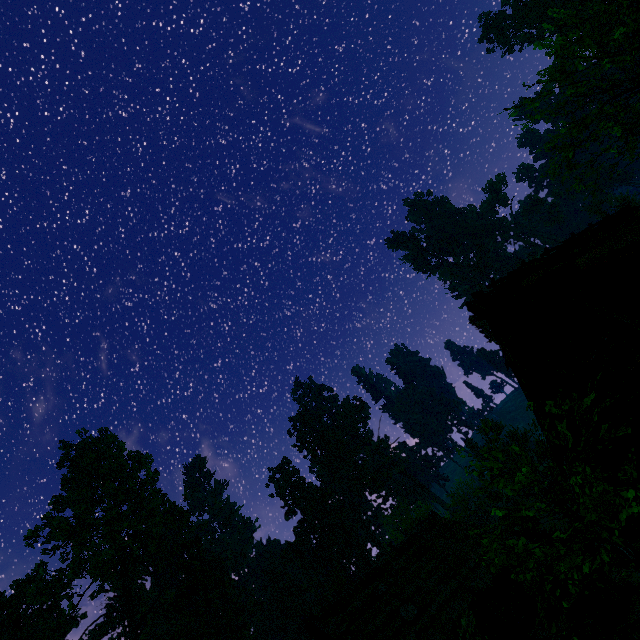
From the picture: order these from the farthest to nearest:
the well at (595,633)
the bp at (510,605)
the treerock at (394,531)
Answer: the treerock at (394,531)
the bp at (510,605)
the well at (595,633)

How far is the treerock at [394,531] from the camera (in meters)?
28.09

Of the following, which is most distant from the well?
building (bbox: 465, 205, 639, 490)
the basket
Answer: building (bbox: 465, 205, 639, 490)

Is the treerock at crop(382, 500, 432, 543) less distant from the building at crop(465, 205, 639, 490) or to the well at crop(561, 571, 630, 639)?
the building at crop(465, 205, 639, 490)

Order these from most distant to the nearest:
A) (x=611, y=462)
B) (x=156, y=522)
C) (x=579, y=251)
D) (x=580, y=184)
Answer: (x=156, y=522)
(x=580, y=184)
(x=579, y=251)
(x=611, y=462)

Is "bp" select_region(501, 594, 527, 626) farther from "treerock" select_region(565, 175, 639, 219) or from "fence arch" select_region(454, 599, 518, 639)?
"fence arch" select_region(454, 599, 518, 639)

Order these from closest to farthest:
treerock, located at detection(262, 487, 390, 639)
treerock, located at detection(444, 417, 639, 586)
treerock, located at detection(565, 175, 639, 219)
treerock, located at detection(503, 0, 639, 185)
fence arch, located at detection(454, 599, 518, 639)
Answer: treerock, located at detection(444, 417, 639, 586) < fence arch, located at detection(454, 599, 518, 639) < treerock, located at detection(503, 0, 639, 185) < treerock, located at detection(565, 175, 639, 219) < treerock, located at detection(262, 487, 390, 639)

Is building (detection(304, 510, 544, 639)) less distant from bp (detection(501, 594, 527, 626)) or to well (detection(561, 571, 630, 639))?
bp (detection(501, 594, 527, 626))
